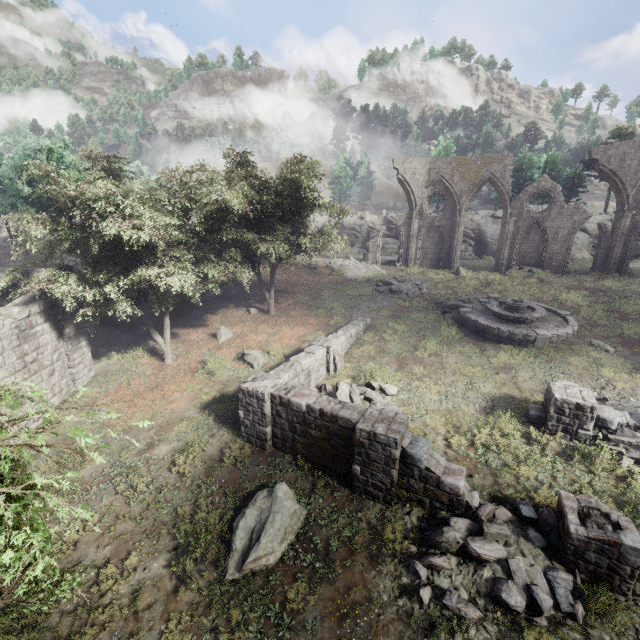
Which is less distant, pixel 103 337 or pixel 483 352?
pixel 483 352

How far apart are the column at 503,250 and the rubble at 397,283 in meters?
8.8

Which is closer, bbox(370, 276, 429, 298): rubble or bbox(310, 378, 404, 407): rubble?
bbox(310, 378, 404, 407): rubble

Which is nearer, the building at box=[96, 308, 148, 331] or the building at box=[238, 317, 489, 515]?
the building at box=[238, 317, 489, 515]

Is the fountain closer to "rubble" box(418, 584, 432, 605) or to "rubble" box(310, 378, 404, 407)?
"rubble" box(310, 378, 404, 407)

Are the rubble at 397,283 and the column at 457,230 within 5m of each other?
no

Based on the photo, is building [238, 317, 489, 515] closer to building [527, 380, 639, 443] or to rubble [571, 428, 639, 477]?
building [527, 380, 639, 443]

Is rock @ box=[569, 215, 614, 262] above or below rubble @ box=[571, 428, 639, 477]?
above
